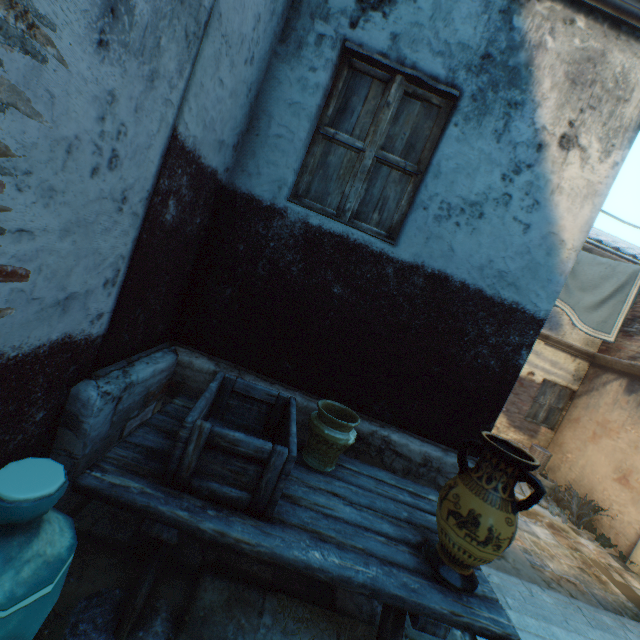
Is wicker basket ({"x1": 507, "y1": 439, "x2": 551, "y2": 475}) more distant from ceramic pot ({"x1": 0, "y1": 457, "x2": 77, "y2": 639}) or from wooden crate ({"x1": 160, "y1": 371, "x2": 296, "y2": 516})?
ceramic pot ({"x1": 0, "y1": 457, "x2": 77, "y2": 639})

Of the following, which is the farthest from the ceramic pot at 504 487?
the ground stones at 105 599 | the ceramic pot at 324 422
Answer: the ground stones at 105 599

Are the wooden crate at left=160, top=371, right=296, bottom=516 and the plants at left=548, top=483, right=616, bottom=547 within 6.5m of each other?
no

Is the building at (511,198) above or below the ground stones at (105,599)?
above

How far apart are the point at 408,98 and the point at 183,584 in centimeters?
387cm

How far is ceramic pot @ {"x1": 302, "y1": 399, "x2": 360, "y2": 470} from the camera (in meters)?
2.17

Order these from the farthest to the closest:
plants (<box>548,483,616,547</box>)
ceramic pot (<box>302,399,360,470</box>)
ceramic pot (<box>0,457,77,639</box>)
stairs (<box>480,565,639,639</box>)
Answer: plants (<box>548,483,616,547</box>), stairs (<box>480,565,639,639</box>), ceramic pot (<box>302,399,360,470</box>), ceramic pot (<box>0,457,77,639</box>)

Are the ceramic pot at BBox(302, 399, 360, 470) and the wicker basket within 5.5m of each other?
no
